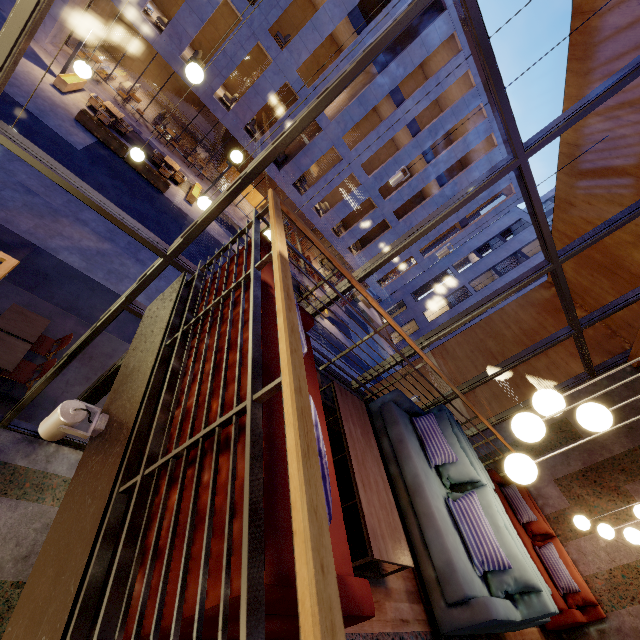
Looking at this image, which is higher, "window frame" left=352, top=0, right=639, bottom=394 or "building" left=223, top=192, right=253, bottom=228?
"window frame" left=352, top=0, right=639, bottom=394

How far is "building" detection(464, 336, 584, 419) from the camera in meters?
7.7

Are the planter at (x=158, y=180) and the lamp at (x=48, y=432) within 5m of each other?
no

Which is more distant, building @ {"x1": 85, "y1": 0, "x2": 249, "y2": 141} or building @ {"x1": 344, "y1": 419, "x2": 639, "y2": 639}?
building @ {"x1": 85, "y1": 0, "x2": 249, "y2": 141}

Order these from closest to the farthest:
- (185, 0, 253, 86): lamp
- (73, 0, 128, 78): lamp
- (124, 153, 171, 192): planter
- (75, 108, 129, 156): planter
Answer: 1. (185, 0, 253, 86): lamp
2. (73, 0, 128, 78): lamp
3. (75, 108, 129, 156): planter
4. (124, 153, 171, 192): planter

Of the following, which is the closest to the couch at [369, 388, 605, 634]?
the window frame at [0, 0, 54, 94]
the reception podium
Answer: the window frame at [0, 0, 54, 94]

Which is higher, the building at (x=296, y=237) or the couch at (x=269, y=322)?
the couch at (x=269, y=322)

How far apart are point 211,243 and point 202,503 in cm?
1677
